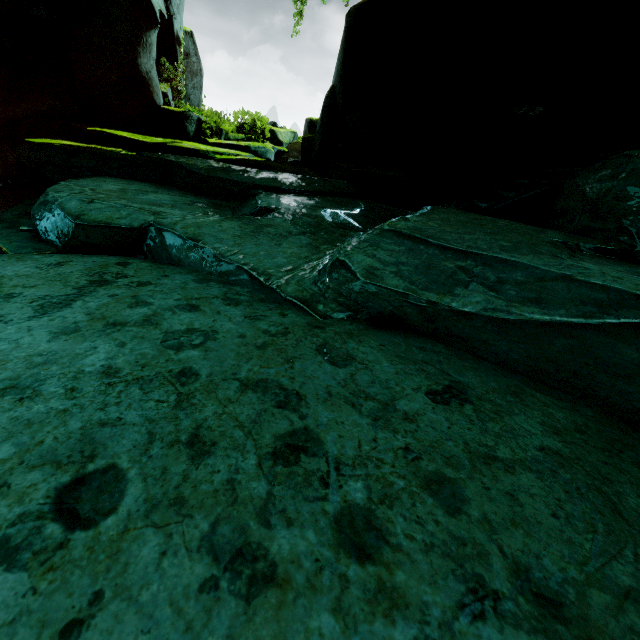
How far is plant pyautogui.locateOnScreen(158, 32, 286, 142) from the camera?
9.9 meters

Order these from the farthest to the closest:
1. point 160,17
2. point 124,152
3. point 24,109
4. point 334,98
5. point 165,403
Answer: point 334,98 → point 160,17 → point 24,109 → point 124,152 → point 165,403

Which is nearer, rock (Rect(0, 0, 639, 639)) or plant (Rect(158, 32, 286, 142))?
rock (Rect(0, 0, 639, 639))

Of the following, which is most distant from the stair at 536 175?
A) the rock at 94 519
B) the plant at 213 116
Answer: the plant at 213 116

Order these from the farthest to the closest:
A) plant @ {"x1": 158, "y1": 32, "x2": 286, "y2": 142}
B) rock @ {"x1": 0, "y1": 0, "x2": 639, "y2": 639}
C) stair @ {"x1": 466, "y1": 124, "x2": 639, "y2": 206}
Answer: plant @ {"x1": 158, "y1": 32, "x2": 286, "y2": 142} → stair @ {"x1": 466, "y1": 124, "x2": 639, "y2": 206} → rock @ {"x1": 0, "y1": 0, "x2": 639, "y2": 639}

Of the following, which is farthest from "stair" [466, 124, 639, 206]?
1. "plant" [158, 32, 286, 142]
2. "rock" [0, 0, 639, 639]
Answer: "plant" [158, 32, 286, 142]

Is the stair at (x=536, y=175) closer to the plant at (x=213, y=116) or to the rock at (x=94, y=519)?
the rock at (x=94, y=519)
